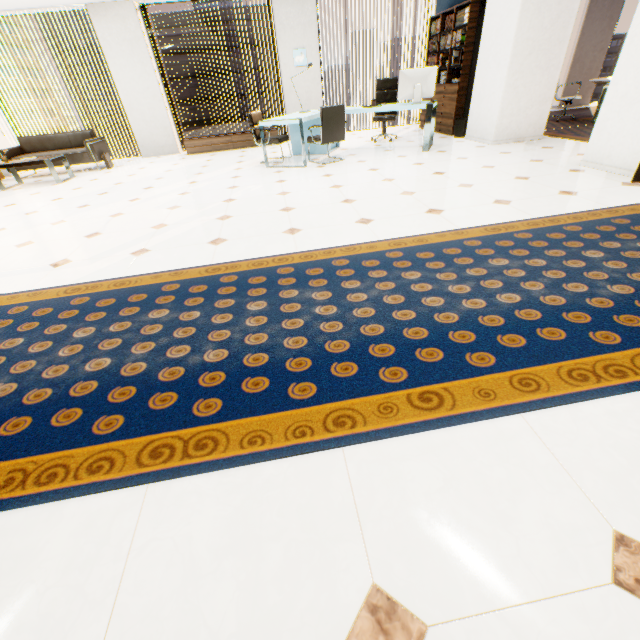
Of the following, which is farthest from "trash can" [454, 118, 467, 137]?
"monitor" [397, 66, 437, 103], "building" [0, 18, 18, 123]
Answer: "building" [0, 18, 18, 123]

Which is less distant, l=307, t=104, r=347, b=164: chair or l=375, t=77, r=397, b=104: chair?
l=307, t=104, r=347, b=164: chair

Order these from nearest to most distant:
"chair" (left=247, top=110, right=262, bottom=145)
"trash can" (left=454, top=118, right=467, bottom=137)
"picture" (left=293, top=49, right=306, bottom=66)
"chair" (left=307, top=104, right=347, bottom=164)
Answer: "chair" (left=307, top=104, right=347, bottom=164)
"chair" (left=247, top=110, right=262, bottom=145)
"trash can" (left=454, top=118, right=467, bottom=137)
"picture" (left=293, top=49, right=306, bottom=66)

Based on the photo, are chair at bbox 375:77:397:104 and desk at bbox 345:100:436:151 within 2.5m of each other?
yes

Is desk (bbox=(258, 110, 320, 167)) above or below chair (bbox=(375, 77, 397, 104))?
below

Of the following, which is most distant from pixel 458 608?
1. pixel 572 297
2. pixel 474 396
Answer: pixel 572 297

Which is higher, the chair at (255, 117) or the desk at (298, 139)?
the chair at (255, 117)

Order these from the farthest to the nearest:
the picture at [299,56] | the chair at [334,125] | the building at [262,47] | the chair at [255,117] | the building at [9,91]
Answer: the building at [9,91], the building at [262,47], the picture at [299,56], the chair at [255,117], the chair at [334,125]
